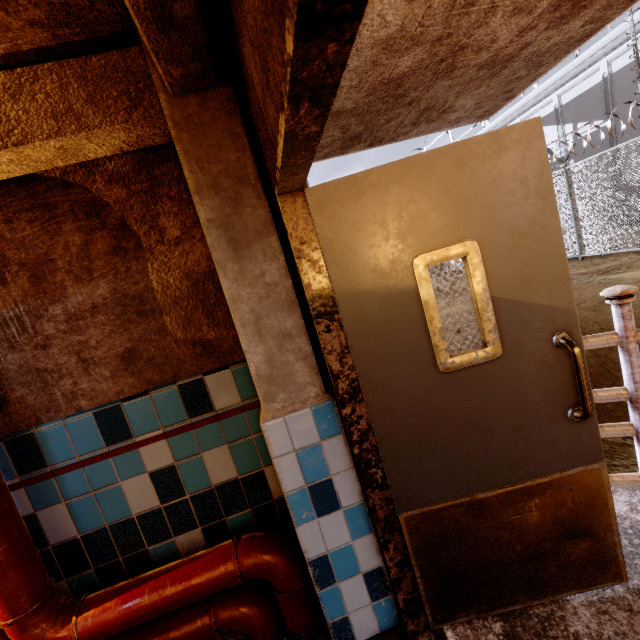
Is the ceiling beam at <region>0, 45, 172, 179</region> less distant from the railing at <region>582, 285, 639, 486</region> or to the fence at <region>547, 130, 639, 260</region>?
the railing at <region>582, 285, 639, 486</region>

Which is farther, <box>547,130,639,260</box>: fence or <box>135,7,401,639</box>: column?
<box>547,130,639,260</box>: fence

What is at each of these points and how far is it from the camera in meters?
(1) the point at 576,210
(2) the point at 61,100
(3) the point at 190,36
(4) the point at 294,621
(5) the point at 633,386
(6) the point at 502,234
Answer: (1) fence, 9.7 m
(2) ceiling beam, 1.3 m
(3) ceiling beam, 1.1 m
(4) pipe, 1.7 m
(5) railing, 1.6 m
(6) door, 1.3 m

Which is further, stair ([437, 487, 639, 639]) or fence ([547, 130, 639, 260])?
fence ([547, 130, 639, 260])

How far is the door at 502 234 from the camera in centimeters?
131cm

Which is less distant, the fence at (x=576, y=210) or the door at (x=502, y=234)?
the door at (x=502, y=234)

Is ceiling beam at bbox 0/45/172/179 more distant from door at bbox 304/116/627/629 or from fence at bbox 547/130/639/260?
fence at bbox 547/130/639/260

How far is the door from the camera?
1.3 meters
